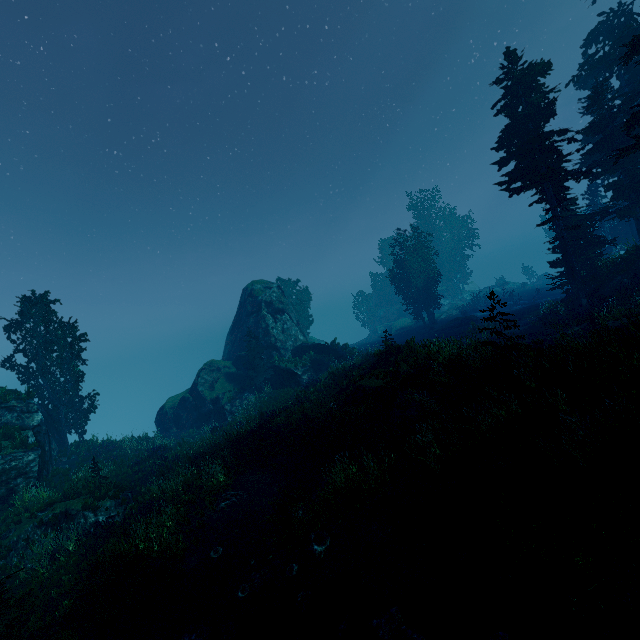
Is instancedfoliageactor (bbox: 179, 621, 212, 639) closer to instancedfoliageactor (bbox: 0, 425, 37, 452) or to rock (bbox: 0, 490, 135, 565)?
instancedfoliageactor (bbox: 0, 425, 37, 452)

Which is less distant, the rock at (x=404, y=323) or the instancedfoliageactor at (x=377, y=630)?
the instancedfoliageactor at (x=377, y=630)

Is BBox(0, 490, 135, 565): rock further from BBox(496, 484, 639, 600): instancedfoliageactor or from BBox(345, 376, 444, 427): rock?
BBox(345, 376, 444, 427): rock

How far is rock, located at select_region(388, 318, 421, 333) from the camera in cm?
5277

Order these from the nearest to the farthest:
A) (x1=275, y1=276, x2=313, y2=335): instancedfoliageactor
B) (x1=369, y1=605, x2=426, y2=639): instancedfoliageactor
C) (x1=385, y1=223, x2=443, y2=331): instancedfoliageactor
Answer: (x1=369, y1=605, x2=426, y2=639): instancedfoliageactor, (x1=385, y1=223, x2=443, y2=331): instancedfoliageactor, (x1=275, y1=276, x2=313, y2=335): instancedfoliageactor

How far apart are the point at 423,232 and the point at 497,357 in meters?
34.1 m

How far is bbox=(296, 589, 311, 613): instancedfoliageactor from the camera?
8.0 meters

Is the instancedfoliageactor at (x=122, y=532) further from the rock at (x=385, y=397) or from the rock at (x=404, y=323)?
the rock at (x=404, y=323)
